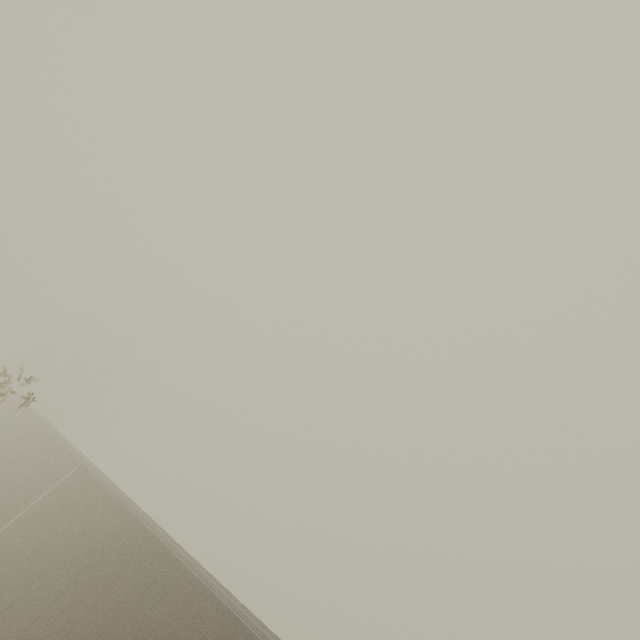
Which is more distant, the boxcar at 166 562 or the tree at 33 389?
the tree at 33 389

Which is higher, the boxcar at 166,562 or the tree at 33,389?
the tree at 33,389

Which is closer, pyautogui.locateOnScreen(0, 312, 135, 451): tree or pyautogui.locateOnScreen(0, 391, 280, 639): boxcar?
pyautogui.locateOnScreen(0, 391, 280, 639): boxcar

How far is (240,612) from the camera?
7.4 meters

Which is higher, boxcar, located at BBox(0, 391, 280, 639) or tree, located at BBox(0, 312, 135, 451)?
tree, located at BBox(0, 312, 135, 451)
